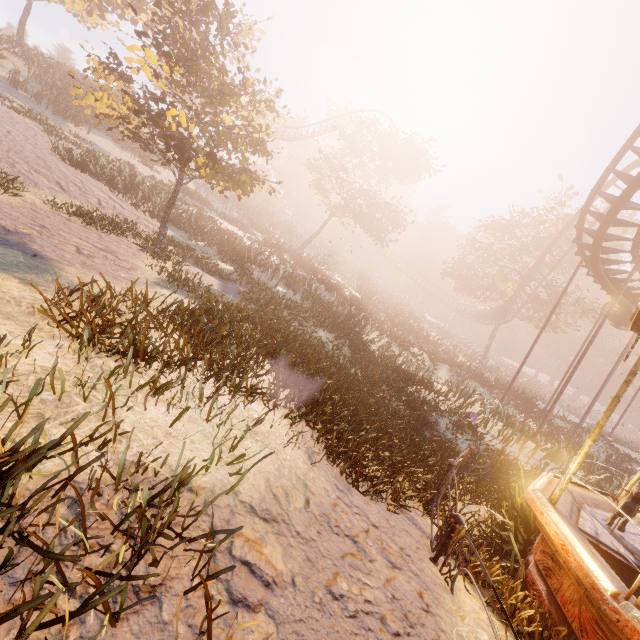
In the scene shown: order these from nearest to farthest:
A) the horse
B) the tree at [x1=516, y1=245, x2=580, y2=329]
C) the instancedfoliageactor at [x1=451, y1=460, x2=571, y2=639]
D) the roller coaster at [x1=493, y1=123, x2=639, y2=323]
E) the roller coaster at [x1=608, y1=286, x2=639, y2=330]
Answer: the instancedfoliageactor at [x1=451, y1=460, x2=571, y2=639] < the horse < the roller coaster at [x1=493, y1=123, x2=639, y2=323] < the roller coaster at [x1=608, y1=286, x2=639, y2=330] < the tree at [x1=516, y1=245, x2=580, y2=329]

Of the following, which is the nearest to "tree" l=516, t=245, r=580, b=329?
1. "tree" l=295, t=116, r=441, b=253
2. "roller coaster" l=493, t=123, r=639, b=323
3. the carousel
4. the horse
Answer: "roller coaster" l=493, t=123, r=639, b=323

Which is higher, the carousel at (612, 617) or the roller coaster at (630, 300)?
the roller coaster at (630, 300)

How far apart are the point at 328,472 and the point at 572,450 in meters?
16.6 m

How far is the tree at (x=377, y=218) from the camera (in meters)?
27.94

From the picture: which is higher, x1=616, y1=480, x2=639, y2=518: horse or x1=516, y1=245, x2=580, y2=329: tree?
x1=516, y1=245, x2=580, y2=329: tree

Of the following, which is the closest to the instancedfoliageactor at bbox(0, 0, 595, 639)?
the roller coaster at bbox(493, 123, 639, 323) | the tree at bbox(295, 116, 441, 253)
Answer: the roller coaster at bbox(493, 123, 639, 323)

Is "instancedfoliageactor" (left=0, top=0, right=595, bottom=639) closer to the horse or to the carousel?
the carousel
